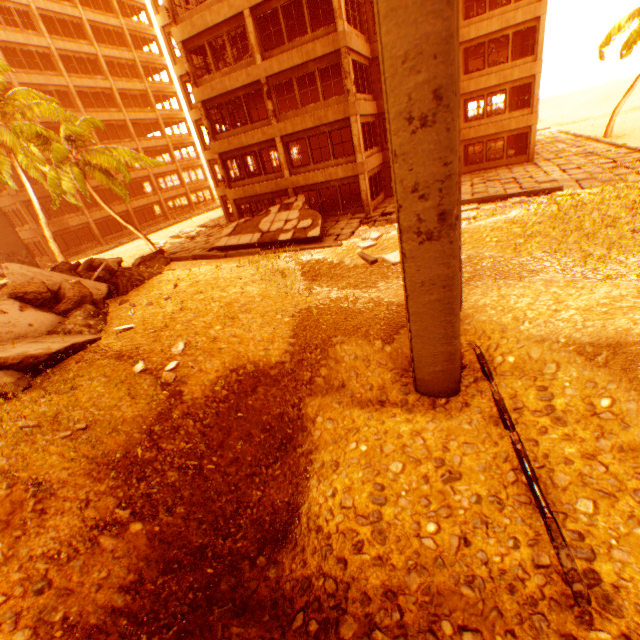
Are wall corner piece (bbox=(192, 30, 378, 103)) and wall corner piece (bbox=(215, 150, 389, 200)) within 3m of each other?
no

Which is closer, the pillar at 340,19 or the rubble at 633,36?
the pillar at 340,19

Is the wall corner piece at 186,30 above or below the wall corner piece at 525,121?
above

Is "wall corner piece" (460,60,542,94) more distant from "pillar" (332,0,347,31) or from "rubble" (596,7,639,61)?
"pillar" (332,0,347,31)

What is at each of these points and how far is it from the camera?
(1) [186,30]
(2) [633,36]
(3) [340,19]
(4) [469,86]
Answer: (1) wall corner piece, 18.5 meters
(2) rubble, 22.3 meters
(3) pillar, 15.8 meters
(4) wall corner piece, 23.0 meters

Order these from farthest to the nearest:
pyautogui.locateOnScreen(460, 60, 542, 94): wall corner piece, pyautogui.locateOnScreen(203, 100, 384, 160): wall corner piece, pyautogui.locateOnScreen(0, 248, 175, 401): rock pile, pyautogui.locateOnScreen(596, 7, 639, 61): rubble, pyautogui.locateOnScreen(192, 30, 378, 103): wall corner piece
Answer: pyautogui.locateOnScreen(596, 7, 639, 61): rubble < pyautogui.locateOnScreen(460, 60, 542, 94): wall corner piece < pyautogui.locateOnScreen(203, 100, 384, 160): wall corner piece < pyautogui.locateOnScreen(192, 30, 378, 103): wall corner piece < pyautogui.locateOnScreen(0, 248, 175, 401): rock pile

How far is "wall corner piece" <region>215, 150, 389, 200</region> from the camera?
19.2 meters

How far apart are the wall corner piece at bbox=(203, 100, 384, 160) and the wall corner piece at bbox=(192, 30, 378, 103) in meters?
2.1
